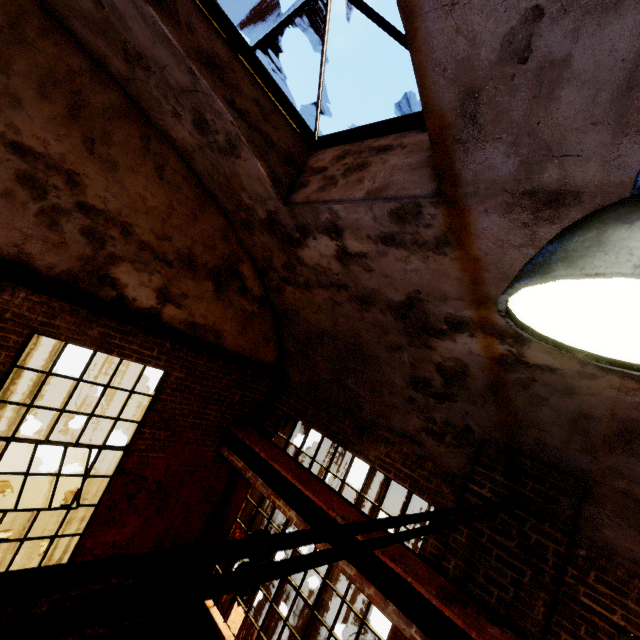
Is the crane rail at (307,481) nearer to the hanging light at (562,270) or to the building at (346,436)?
the building at (346,436)

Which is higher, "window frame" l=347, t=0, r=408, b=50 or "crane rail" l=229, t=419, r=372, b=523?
"window frame" l=347, t=0, r=408, b=50

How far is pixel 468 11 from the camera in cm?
166

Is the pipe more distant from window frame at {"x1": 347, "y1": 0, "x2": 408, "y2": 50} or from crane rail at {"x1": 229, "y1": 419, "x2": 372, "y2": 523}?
window frame at {"x1": 347, "y1": 0, "x2": 408, "y2": 50}

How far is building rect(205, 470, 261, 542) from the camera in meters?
6.1 m

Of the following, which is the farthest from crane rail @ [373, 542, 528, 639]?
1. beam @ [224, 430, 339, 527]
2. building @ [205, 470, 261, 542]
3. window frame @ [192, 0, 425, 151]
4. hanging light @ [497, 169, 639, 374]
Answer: window frame @ [192, 0, 425, 151]

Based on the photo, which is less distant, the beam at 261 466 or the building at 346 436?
the building at 346 436

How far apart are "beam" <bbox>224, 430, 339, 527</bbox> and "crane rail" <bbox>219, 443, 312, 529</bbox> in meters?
0.0
